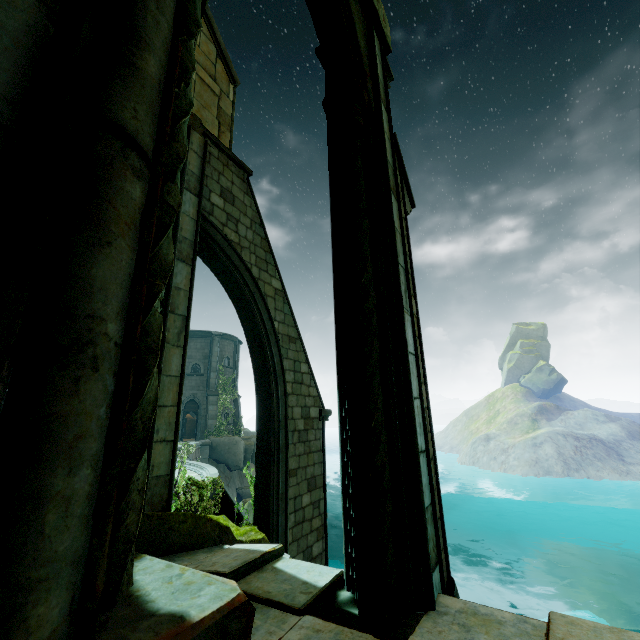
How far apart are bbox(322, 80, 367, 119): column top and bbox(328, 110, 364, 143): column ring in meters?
0.0 m

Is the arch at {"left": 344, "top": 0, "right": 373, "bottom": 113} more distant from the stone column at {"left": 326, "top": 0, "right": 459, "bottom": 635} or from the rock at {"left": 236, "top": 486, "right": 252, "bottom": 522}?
the rock at {"left": 236, "top": 486, "right": 252, "bottom": 522}

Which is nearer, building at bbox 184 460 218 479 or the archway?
the archway

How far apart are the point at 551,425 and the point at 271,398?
48.61m

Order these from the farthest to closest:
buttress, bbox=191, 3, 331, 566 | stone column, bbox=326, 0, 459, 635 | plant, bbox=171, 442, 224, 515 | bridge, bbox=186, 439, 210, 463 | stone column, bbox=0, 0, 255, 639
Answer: bridge, bbox=186, 439, 210, 463 < buttress, bbox=191, 3, 331, 566 < plant, bbox=171, 442, 224, 515 < stone column, bbox=326, 0, 459, 635 < stone column, bbox=0, 0, 255, 639

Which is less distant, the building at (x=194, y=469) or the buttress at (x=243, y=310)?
the buttress at (x=243, y=310)

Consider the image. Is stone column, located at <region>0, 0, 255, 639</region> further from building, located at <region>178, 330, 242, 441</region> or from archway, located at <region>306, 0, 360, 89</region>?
building, located at <region>178, 330, 242, 441</region>

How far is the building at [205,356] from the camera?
28.2 meters
